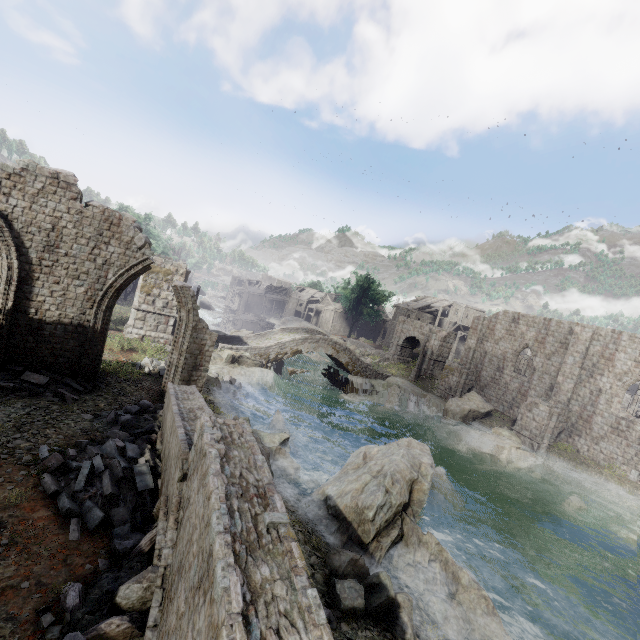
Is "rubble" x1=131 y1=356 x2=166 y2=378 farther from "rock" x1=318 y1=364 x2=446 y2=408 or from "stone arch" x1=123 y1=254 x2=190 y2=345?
"rock" x1=318 y1=364 x2=446 y2=408

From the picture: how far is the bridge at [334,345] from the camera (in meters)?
29.53

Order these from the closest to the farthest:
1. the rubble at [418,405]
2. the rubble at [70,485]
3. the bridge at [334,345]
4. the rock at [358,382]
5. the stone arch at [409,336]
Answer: the rubble at [70,485] < the bridge at [334,345] < the rubble at [418,405] < the rock at [358,382] < the stone arch at [409,336]

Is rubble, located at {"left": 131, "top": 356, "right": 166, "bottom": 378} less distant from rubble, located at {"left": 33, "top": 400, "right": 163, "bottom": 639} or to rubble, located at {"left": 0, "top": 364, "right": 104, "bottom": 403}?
rubble, located at {"left": 0, "top": 364, "right": 104, "bottom": 403}

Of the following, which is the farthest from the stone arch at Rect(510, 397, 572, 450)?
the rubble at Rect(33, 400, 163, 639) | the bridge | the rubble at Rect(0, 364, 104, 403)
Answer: the rubble at Rect(33, 400, 163, 639)

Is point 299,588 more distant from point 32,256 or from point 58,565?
point 32,256

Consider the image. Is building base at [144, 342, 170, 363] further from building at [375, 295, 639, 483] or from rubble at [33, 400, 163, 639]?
building at [375, 295, 639, 483]

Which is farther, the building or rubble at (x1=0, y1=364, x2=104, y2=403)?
the building
